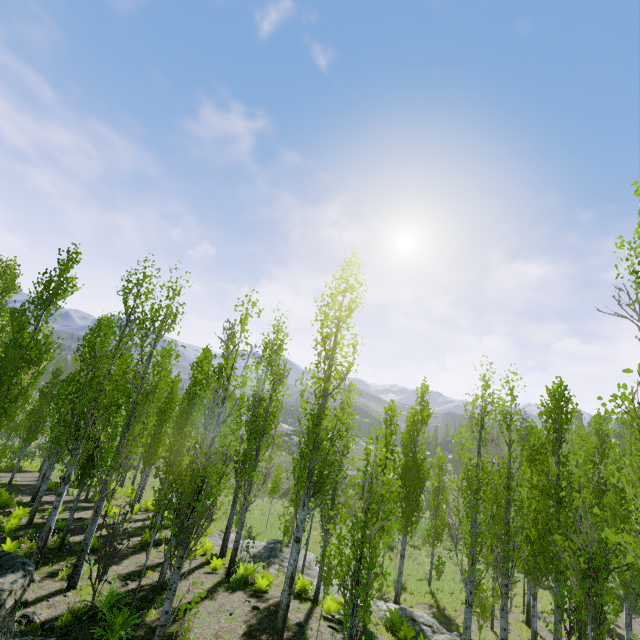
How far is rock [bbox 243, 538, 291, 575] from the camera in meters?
14.9 m

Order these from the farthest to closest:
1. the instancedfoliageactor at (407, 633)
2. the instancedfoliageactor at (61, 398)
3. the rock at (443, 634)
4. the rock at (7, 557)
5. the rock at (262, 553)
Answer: the rock at (262, 553)
the rock at (443, 634)
the instancedfoliageactor at (407, 633)
the instancedfoliageactor at (61, 398)
the rock at (7, 557)

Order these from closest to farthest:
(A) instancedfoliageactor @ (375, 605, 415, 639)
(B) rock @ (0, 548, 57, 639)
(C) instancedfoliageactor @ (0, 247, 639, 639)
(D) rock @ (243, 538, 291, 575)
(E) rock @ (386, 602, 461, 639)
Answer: (B) rock @ (0, 548, 57, 639)
(C) instancedfoliageactor @ (0, 247, 639, 639)
(A) instancedfoliageactor @ (375, 605, 415, 639)
(E) rock @ (386, 602, 461, 639)
(D) rock @ (243, 538, 291, 575)

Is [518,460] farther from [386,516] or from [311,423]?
[311,423]

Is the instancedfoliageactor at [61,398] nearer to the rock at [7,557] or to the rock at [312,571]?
the rock at [7,557]

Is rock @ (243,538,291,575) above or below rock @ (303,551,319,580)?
above

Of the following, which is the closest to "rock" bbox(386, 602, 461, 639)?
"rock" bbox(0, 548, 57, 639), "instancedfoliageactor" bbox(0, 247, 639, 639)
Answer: "instancedfoliageactor" bbox(0, 247, 639, 639)

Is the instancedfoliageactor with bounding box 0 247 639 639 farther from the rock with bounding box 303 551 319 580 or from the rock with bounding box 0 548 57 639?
the rock with bounding box 303 551 319 580
